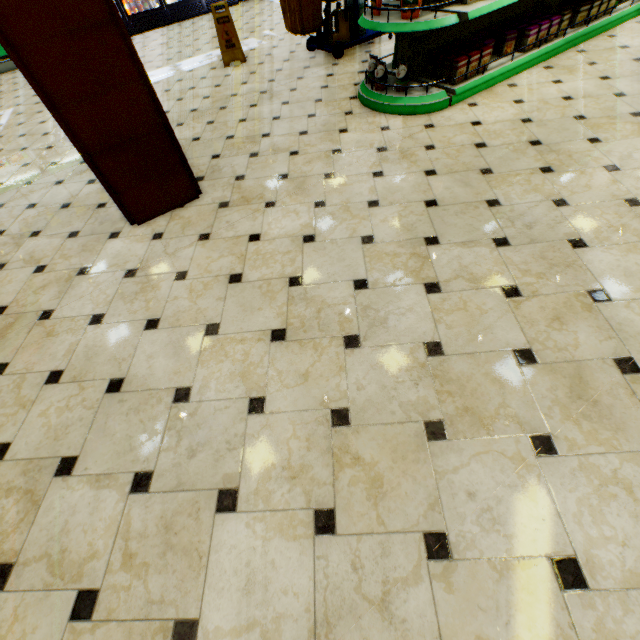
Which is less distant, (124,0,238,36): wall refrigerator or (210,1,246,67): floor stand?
(210,1,246,67): floor stand

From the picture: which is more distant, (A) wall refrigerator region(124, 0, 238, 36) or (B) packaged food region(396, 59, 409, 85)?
(A) wall refrigerator region(124, 0, 238, 36)

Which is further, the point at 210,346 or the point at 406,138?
the point at 406,138

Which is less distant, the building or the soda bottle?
the building

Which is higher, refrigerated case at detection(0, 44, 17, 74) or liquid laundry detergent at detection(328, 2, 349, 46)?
liquid laundry detergent at detection(328, 2, 349, 46)

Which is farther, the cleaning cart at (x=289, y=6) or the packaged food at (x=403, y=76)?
the cleaning cart at (x=289, y=6)

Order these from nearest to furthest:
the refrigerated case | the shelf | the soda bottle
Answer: the shelf → the refrigerated case → the soda bottle

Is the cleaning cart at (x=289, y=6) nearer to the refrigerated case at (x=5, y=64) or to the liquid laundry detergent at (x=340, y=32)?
the liquid laundry detergent at (x=340, y=32)
